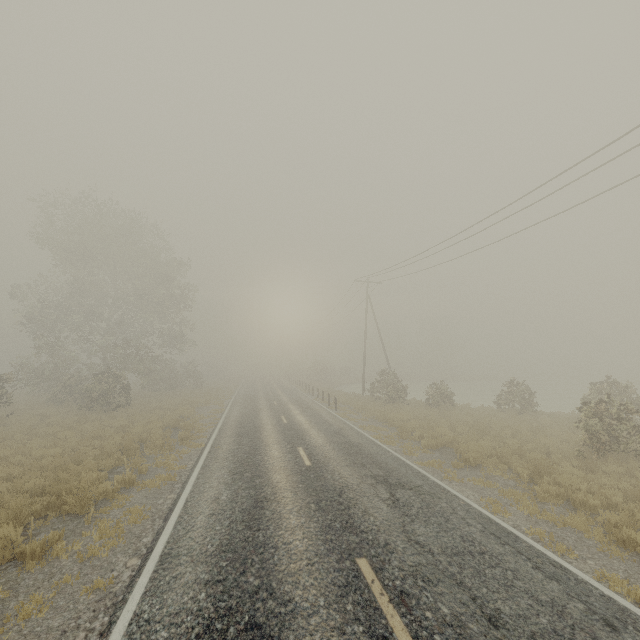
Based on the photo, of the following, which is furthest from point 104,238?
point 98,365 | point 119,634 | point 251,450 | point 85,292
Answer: point 119,634
